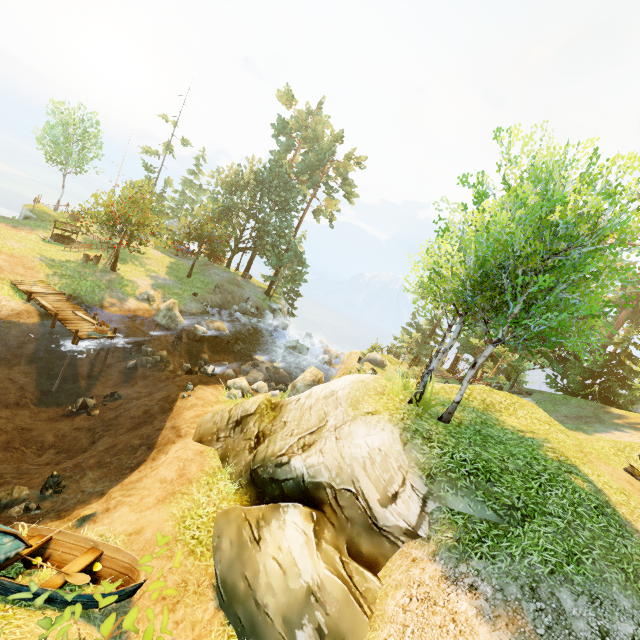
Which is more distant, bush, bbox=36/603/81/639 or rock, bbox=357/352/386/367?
rock, bbox=357/352/386/367

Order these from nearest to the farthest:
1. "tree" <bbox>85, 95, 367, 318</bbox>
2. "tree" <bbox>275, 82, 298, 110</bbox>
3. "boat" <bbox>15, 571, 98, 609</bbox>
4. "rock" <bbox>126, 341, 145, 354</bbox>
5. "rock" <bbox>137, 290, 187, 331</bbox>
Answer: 1. "boat" <bbox>15, 571, 98, 609</bbox>
2. "rock" <bbox>126, 341, 145, 354</bbox>
3. "rock" <bbox>137, 290, 187, 331</bbox>
4. "tree" <bbox>85, 95, 367, 318</bbox>
5. "tree" <bbox>275, 82, 298, 110</bbox>

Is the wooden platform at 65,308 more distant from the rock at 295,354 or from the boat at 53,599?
the boat at 53,599

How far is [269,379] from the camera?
23.97m

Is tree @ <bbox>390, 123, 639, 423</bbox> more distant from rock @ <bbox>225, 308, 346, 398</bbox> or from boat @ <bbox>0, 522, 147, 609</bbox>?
rock @ <bbox>225, 308, 346, 398</bbox>

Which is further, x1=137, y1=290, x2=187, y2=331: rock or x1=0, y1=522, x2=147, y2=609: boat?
x1=137, y1=290, x2=187, y2=331: rock

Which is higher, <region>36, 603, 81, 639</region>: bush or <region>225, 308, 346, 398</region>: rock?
<region>36, 603, 81, 639</region>: bush

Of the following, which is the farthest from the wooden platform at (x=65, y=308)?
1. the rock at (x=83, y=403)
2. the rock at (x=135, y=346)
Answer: the rock at (x=83, y=403)
